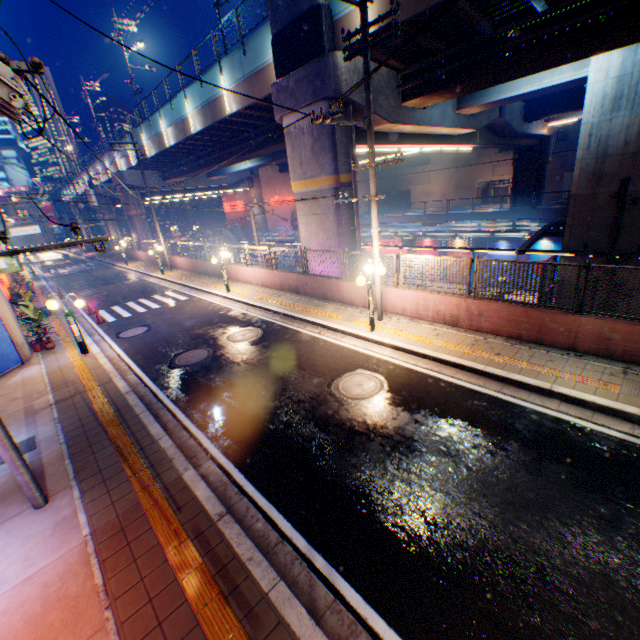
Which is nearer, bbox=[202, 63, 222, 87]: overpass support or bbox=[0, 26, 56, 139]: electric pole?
bbox=[0, 26, 56, 139]: electric pole

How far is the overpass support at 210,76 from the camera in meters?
18.1 m

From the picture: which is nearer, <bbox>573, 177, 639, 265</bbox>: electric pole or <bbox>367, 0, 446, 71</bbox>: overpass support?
<bbox>573, 177, 639, 265</bbox>: electric pole

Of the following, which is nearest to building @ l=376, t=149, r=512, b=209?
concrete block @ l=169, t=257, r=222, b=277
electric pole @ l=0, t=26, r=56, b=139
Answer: concrete block @ l=169, t=257, r=222, b=277

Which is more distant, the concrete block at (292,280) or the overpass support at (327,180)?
the overpass support at (327,180)

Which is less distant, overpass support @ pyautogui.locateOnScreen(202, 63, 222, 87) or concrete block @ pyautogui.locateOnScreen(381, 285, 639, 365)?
concrete block @ pyautogui.locateOnScreen(381, 285, 639, 365)

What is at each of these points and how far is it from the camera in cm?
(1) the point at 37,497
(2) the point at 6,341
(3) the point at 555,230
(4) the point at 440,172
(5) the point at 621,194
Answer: (1) electric pole, 545
(2) billboard, 1093
(3) canopy, 2061
(4) building, 5131
(5) electric pole, 797

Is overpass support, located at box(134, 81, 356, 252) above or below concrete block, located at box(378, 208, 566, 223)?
above
